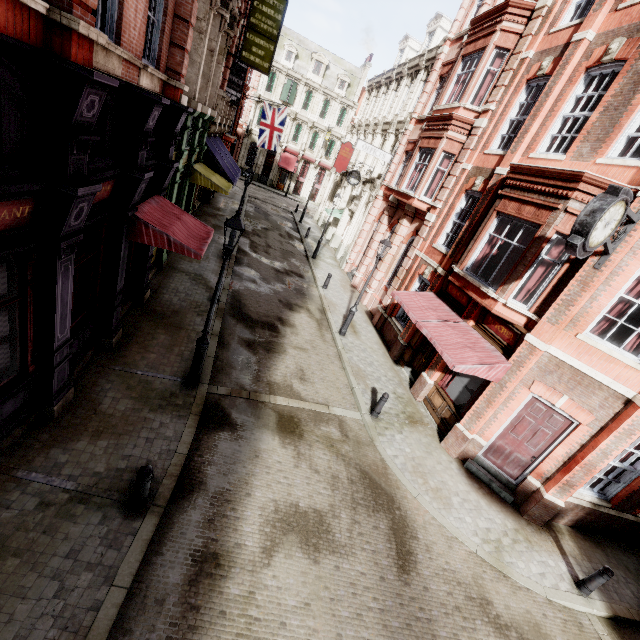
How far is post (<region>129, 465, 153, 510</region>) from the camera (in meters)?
5.36

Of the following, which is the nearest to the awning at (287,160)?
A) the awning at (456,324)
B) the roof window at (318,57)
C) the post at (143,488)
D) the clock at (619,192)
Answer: the roof window at (318,57)

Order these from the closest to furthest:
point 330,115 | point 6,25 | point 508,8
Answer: point 6,25, point 508,8, point 330,115

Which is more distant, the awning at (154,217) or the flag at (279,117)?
the flag at (279,117)

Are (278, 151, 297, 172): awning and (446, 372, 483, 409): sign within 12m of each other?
no

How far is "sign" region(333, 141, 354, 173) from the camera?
26.8 meters

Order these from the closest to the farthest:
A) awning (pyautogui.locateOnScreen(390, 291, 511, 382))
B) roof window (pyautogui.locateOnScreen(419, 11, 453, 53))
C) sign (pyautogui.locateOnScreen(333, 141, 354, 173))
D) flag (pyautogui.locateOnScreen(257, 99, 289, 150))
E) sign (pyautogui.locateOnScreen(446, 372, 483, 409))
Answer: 1. awning (pyautogui.locateOnScreen(390, 291, 511, 382))
2. sign (pyautogui.locateOnScreen(446, 372, 483, 409))
3. roof window (pyautogui.locateOnScreen(419, 11, 453, 53))
4. flag (pyautogui.locateOnScreen(257, 99, 289, 150))
5. sign (pyautogui.locateOnScreen(333, 141, 354, 173))

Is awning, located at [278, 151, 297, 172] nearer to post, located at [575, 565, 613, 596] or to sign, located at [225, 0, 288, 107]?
sign, located at [225, 0, 288, 107]
